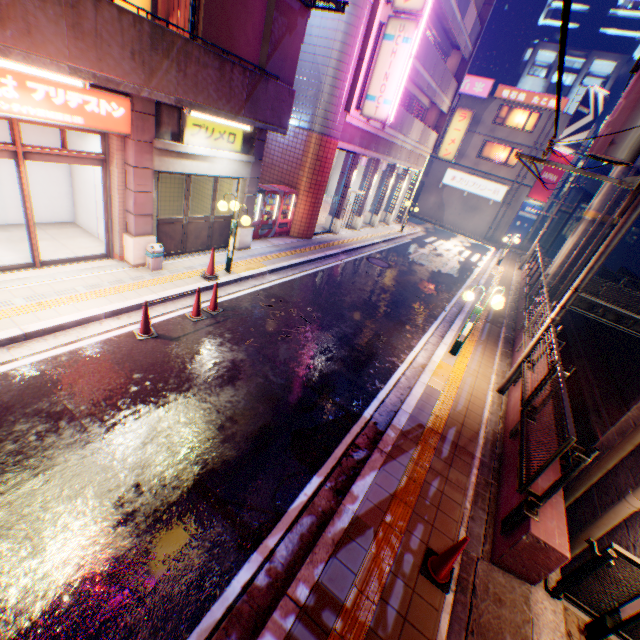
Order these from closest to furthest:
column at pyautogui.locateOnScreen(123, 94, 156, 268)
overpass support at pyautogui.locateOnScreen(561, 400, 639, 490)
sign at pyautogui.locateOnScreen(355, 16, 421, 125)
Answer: overpass support at pyautogui.locateOnScreen(561, 400, 639, 490) < column at pyautogui.locateOnScreen(123, 94, 156, 268) < sign at pyautogui.locateOnScreen(355, 16, 421, 125)

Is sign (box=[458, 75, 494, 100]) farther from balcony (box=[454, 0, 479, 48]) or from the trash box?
the trash box

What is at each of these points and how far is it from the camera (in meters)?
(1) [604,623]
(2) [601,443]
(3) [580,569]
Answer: (1) street lamp, 3.81
(2) overpass support, 6.43
(3) metal fence, 3.93

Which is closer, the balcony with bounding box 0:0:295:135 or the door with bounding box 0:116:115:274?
the balcony with bounding box 0:0:295:135

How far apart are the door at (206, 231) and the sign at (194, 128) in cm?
76

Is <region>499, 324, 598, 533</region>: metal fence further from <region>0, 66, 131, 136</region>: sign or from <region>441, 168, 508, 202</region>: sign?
<region>441, 168, 508, 202</region>: sign

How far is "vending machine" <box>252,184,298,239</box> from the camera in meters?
13.0 m

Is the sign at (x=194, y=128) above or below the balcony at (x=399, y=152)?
below
